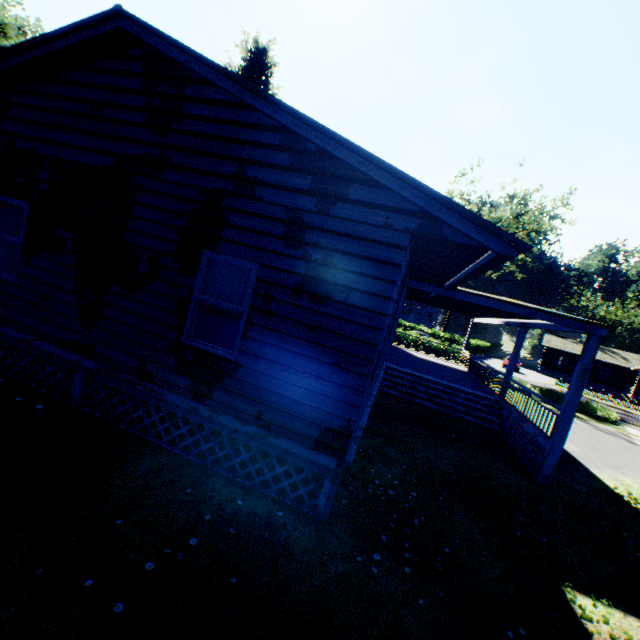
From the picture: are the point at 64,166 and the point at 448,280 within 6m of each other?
no

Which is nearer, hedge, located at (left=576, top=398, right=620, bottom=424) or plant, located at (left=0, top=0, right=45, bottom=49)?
hedge, located at (left=576, top=398, right=620, bottom=424)

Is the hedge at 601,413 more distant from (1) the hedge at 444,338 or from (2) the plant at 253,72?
(2) the plant at 253,72

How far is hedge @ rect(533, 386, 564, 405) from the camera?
22.8m

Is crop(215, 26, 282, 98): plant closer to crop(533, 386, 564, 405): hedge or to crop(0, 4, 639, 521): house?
crop(0, 4, 639, 521): house

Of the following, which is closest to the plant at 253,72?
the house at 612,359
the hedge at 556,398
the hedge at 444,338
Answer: the house at 612,359

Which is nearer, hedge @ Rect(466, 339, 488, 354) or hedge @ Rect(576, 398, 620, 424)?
hedge @ Rect(576, 398, 620, 424)
